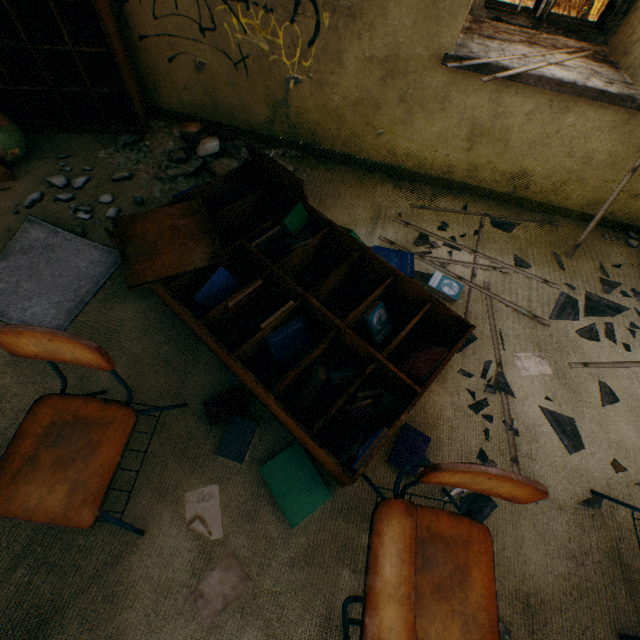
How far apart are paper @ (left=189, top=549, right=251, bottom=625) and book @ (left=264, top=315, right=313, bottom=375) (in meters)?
0.56

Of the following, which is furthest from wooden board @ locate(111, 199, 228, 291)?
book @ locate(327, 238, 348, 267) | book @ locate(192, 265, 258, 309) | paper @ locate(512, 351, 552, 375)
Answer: paper @ locate(512, 351, 552, 375)

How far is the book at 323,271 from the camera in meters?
2.0 m

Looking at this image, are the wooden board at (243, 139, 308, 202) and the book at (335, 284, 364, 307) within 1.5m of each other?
yes

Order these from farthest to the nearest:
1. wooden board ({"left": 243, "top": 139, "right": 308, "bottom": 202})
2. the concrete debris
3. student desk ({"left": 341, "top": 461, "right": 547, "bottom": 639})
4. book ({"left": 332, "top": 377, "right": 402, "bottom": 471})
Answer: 1. the concrete debris
2. wooden board ({"left": 243, "top": 139, "right": 308, "bottom": 202})
3. book ({"left": 332, "top": 377, "right": 402, "bottom": 471})
4. student desk ({"left": 341, "top": 461, "right": 547, "bottom": 639})

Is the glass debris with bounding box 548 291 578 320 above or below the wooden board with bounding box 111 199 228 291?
below

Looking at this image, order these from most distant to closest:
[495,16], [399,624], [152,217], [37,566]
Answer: [495,16], [152,217], [37,566], [399,624]

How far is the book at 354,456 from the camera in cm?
135
